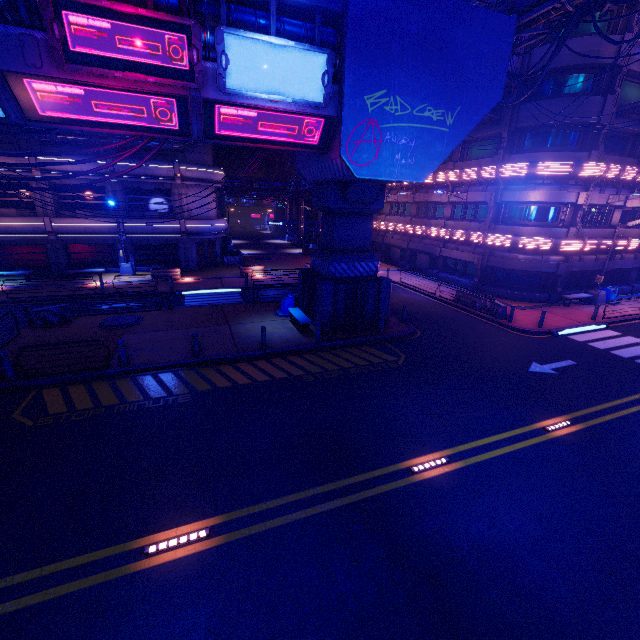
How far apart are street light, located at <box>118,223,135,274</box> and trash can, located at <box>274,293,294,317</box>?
16.0m

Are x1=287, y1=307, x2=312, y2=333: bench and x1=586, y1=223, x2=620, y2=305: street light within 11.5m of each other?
no

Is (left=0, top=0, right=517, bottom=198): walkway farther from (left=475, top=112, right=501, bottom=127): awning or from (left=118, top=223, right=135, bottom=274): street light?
(left=118, top=223, right=135, bottom=274): street light

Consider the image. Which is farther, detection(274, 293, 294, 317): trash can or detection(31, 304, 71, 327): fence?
detection(274, 293, 294, 317): trash can

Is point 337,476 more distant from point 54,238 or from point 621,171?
point 54,238

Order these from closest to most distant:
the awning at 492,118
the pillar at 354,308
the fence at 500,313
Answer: the pillar at 354,308, the fence at 500,313, the awning at 492,118

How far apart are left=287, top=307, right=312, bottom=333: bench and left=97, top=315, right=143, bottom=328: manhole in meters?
7.9 m

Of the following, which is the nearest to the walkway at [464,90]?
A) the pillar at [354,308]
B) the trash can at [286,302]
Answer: the pillar at [354,308]
